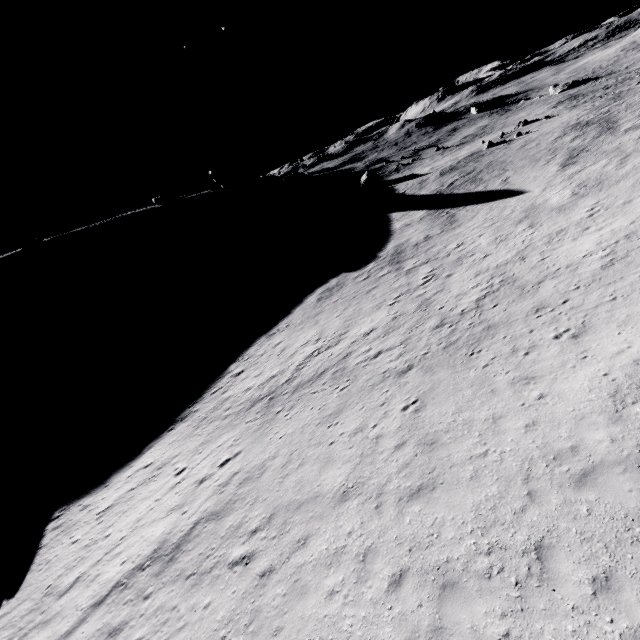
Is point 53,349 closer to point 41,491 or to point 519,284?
point 41,491
